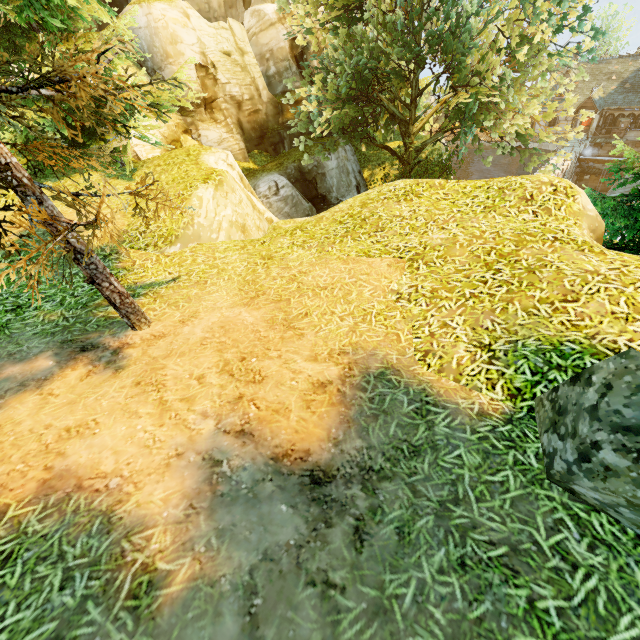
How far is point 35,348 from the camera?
4.52m

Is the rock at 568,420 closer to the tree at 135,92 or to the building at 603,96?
the tree at 135,92

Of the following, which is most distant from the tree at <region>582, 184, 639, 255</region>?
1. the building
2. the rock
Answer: the building

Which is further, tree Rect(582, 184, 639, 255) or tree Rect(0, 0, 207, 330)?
tree Rect(582, 184, 639, 255)

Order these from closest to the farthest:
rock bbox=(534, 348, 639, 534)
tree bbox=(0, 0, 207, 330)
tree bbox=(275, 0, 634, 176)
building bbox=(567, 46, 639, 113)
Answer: rock bbox=(534, 348, 639, 534), tree bbox=(0, 0, 207, 330), tree bbox=(275, 0, 634, 176), building bbox=(567, 46, 639, 113)

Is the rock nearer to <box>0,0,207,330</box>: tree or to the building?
<box>0,0,207,330</box>: tree
